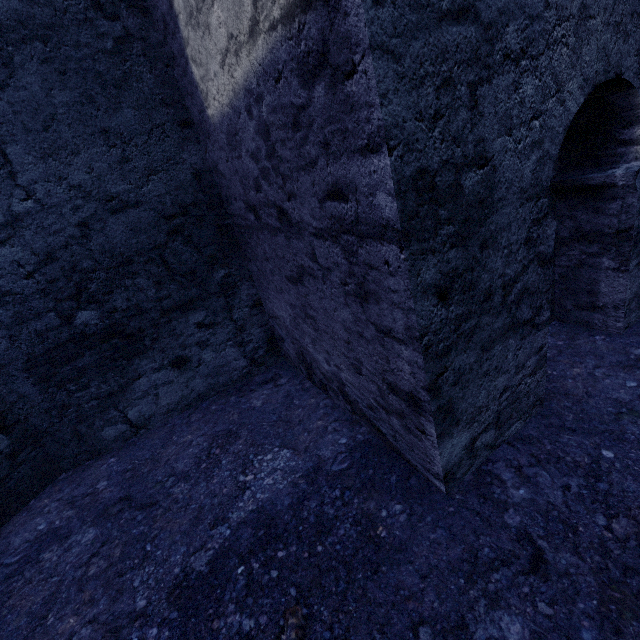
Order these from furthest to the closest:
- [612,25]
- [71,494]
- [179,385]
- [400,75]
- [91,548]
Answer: [179,385] → [71,494] → [91,548] → [612,25] → [400,75]
